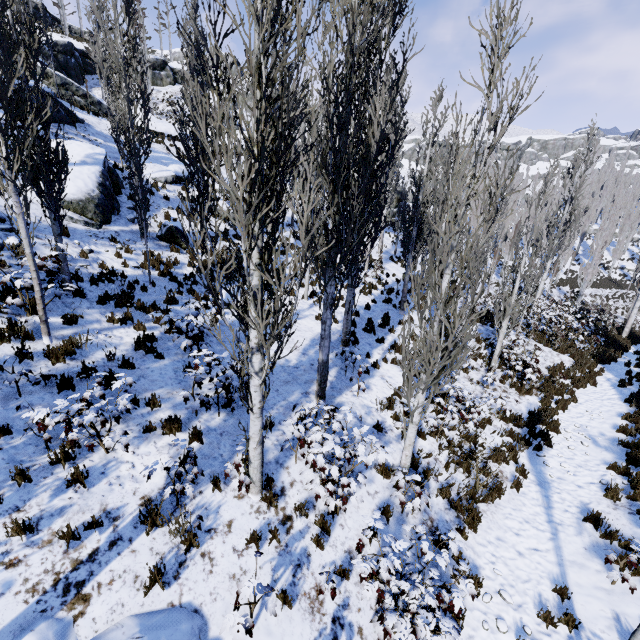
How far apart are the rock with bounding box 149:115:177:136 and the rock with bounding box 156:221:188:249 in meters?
18.0

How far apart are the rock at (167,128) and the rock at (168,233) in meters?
18.0 m

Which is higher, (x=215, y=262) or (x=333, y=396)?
(x=215, y=262)

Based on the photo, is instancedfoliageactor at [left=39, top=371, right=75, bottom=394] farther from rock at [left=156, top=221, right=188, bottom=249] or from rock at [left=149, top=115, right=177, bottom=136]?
rock at [left=149, top=115, right=177, bottom=136]

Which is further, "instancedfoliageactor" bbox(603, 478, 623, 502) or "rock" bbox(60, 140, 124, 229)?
"rock" bbox(60, 140, 124, 229)

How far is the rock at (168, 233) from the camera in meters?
14.3

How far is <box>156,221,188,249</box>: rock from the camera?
14.3m

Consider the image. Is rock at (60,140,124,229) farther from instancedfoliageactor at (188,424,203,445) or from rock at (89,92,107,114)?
rock at (89,92,107,114)
